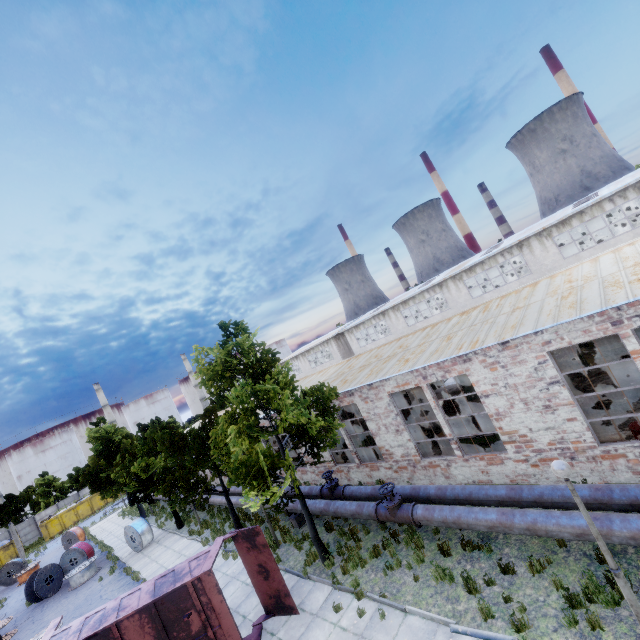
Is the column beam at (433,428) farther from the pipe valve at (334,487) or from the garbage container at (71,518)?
the garbage container at (71,518)

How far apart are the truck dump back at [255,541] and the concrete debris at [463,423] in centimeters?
1005cm

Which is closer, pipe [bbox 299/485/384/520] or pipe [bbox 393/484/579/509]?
pipe [bbox 393/484/579/509]

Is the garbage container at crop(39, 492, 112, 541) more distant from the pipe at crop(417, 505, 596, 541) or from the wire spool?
the pipe at crop(417, 505, 596, 541)

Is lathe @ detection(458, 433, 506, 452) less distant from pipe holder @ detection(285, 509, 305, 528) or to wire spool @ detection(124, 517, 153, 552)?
pipe holder @ detection(285, 509, 305, 528)

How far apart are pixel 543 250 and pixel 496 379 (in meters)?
22.45

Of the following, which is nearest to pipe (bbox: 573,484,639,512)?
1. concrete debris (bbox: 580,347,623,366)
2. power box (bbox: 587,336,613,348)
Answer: concrete debris (bbox: 580,347,623,366)

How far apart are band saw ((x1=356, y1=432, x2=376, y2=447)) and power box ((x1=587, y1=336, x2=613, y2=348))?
13.0m
